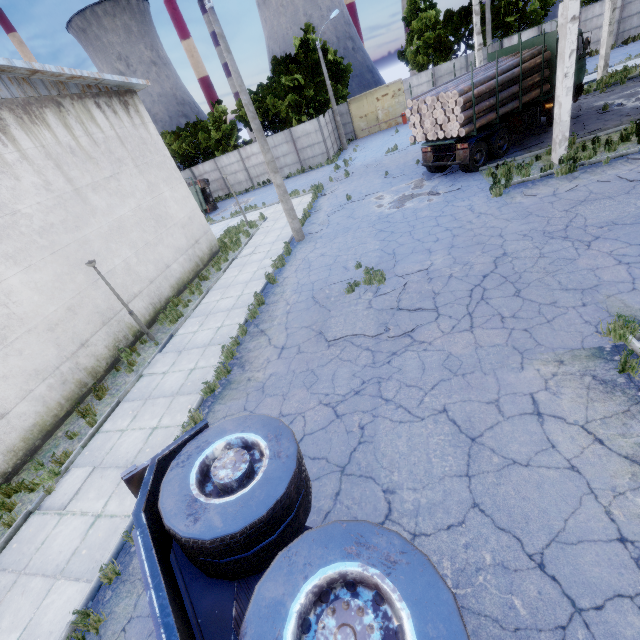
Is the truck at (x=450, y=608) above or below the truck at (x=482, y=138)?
above

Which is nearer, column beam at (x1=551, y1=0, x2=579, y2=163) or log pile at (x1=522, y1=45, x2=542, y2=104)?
column beam at (x1=551, y1=0, x2=579, y2=163)

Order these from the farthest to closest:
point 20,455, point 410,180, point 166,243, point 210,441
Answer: point 410,180, point 166,243, point 20,455, point 210,441

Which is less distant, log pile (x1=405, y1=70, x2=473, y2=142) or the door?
log pile (x1=405, y1=70, x2=473, y2=142)

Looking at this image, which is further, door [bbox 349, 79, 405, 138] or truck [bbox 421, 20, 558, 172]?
door [bbox 349, 79, 405, 138]

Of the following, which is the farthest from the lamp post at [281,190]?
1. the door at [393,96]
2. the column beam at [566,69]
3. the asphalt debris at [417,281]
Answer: the door at [393,96]

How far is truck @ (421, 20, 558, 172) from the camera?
13.80m

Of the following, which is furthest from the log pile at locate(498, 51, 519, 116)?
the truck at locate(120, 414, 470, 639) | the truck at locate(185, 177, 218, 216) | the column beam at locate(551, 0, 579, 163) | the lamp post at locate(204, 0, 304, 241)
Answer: the truck at locate(185, 177, 218, 216)
